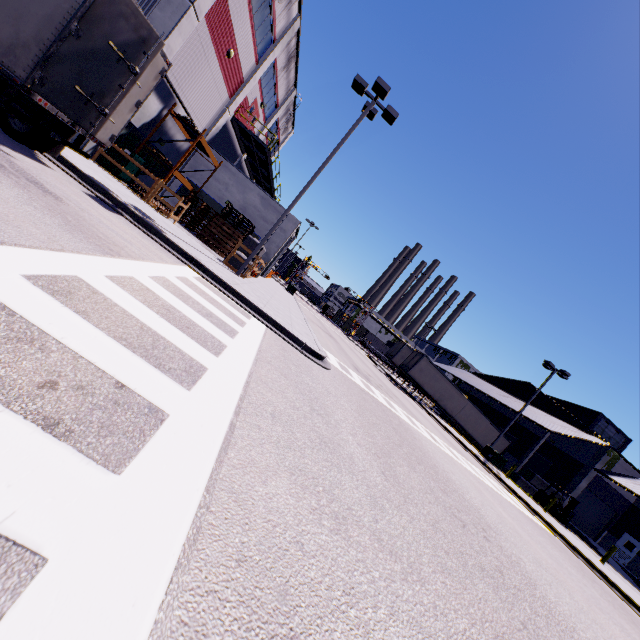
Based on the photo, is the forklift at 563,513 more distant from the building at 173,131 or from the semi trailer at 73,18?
the building at 173,131

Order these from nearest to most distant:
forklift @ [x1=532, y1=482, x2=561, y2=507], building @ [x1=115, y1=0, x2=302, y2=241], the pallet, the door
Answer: building @ [x1=115, y1=0, x2=302, y2=241] < the pallet < forklift @ [x1=532, y1=482, x2=561, y2=507] < the door

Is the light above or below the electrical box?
above

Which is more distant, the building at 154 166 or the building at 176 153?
the building at 176 153

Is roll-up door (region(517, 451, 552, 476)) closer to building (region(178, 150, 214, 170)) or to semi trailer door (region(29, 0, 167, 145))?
building (region(178, 150, 214, 170))

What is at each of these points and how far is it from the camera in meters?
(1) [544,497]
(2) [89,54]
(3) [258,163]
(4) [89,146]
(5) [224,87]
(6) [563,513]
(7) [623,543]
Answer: (1) forklift, 26.1 m
(2) semi trailer door, 6.2 m
(3) balcony, 28.6 m
(4) building, 13.1 m
(5) building, 19.0 m
(6) forklift, 24.5 m
(7) door, 28.8 m

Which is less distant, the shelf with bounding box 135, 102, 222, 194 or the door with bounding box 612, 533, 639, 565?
the shelf with bounding box 135, 102, 222, 194

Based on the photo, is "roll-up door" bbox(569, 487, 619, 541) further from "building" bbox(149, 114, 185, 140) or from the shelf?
the shelf
